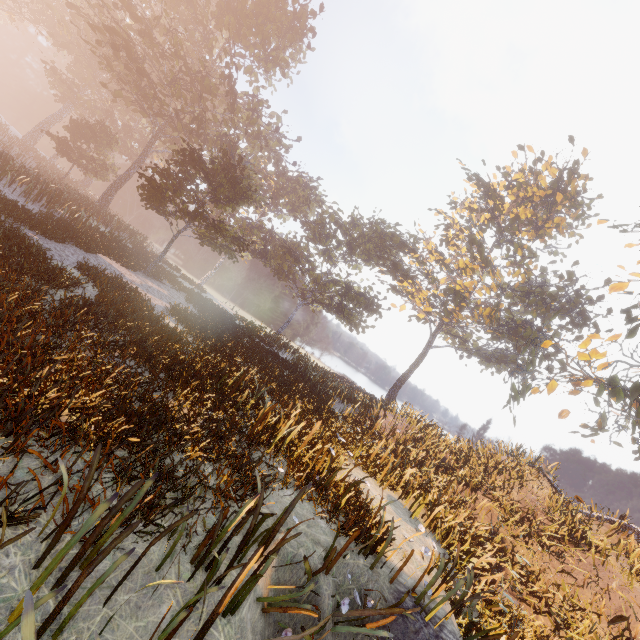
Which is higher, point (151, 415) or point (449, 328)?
point (449, 328)

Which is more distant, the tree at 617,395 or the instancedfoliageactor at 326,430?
the tree at 617,395

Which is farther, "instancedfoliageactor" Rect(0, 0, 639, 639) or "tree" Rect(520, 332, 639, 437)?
"tree" Rect(520, 332, 639, 437)
